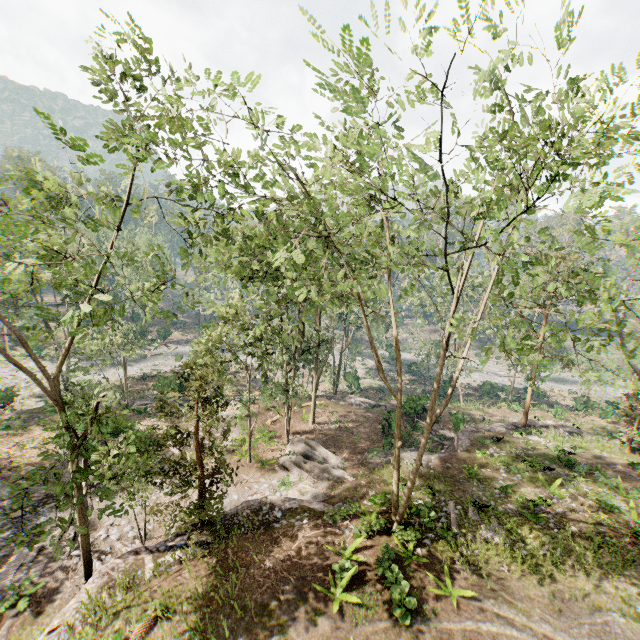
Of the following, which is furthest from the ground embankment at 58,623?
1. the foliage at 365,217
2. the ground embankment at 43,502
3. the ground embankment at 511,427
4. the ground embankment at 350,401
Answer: the ground embankment at 350,401

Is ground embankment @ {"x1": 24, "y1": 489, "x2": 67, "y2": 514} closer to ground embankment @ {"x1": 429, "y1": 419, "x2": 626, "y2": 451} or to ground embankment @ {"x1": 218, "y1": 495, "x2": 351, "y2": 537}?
ground embankment @ {"x1": 218, "y1": 495, "x2": 351, "y2": 537}

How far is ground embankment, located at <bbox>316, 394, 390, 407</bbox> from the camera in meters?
33.4

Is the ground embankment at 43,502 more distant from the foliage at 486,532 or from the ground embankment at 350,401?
the ground embankment at 350,401

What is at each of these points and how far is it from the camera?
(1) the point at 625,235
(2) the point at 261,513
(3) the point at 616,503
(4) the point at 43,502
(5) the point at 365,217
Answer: (1) foliage, 7.8m
(2) ground embankment, 16.2m
(3) foliage, 16.8m
(4) ground embankment, 18.3m
(5) foliage, 7.9m

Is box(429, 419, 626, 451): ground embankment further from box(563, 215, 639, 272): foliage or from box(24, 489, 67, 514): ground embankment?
box(24, 489, 67, 514): ground embankment

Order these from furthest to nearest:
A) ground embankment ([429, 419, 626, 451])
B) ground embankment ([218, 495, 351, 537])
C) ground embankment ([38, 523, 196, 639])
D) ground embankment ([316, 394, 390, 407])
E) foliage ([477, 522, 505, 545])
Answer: ground embankment ([316, 394, 390, 407])
ground embankment ([429, 419, 626, 451])
ground embankment ([218, 495, 351, 537])
foliage ([477, 522, 505, 545])
ground embankment ([38, 523, 196, 639])

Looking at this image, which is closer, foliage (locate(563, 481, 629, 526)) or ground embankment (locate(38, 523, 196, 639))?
ground embankment (locate(38, 523, 196, 639))
